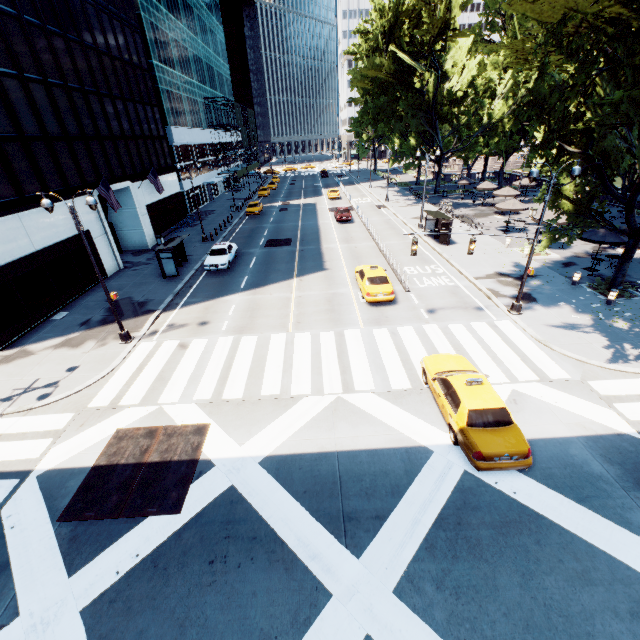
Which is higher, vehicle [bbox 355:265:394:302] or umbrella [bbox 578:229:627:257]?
umbrella [bbox 578:229:627:257]

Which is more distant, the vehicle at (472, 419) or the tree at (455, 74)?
the tree at (455, 74)

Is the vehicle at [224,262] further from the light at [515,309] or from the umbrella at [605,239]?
the umbrella at [605,239]

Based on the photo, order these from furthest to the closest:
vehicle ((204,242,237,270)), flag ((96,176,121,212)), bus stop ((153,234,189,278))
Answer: vehicle ((204,242,237,270))
bus stop ((153,234,189,278))
flag ((96,176,121,212))

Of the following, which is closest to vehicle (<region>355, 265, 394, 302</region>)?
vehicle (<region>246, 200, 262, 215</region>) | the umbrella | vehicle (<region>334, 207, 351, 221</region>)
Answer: the umbrella

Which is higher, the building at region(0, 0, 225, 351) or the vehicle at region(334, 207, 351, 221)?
the building at region(0, 0, 225, 351)

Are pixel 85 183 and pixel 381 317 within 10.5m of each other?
no

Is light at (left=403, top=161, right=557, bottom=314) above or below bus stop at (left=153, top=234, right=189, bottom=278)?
below
